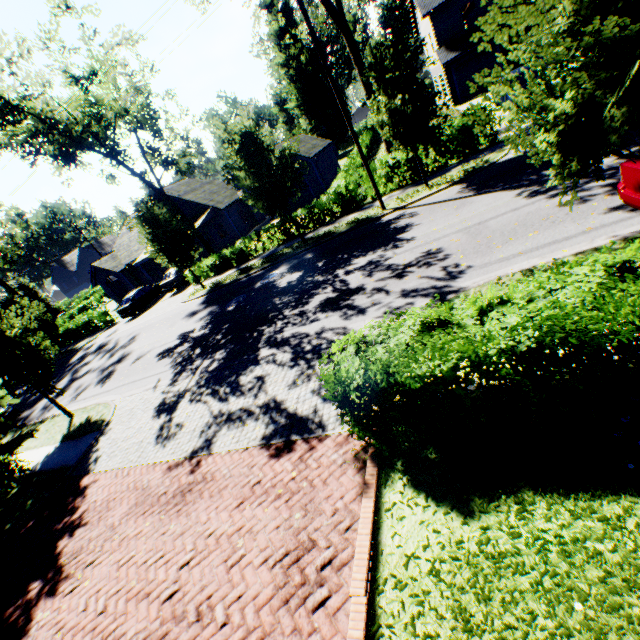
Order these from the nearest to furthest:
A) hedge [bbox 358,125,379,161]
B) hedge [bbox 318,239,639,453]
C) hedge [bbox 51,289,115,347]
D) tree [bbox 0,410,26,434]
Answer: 1. hedge [bbox 318,239,639,453]
2. tree [bbox 0,410,26,434]
3. hedge [bbox 51,289,115,347]
4. hedge [bbox 358,125,379,161]

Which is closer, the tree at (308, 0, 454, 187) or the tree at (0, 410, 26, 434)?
the tree at (0, 410, 26, 434)

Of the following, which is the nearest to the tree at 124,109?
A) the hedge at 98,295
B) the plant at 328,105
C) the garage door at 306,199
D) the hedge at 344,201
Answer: the hedge at 98,295

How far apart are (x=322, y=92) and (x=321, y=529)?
62.36m

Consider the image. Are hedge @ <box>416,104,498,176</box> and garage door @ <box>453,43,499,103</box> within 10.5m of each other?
no

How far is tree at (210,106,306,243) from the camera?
15.3 meters

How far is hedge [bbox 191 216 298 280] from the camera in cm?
2092

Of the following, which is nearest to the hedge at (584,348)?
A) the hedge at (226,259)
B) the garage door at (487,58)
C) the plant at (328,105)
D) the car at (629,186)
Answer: the car at (629,186)
